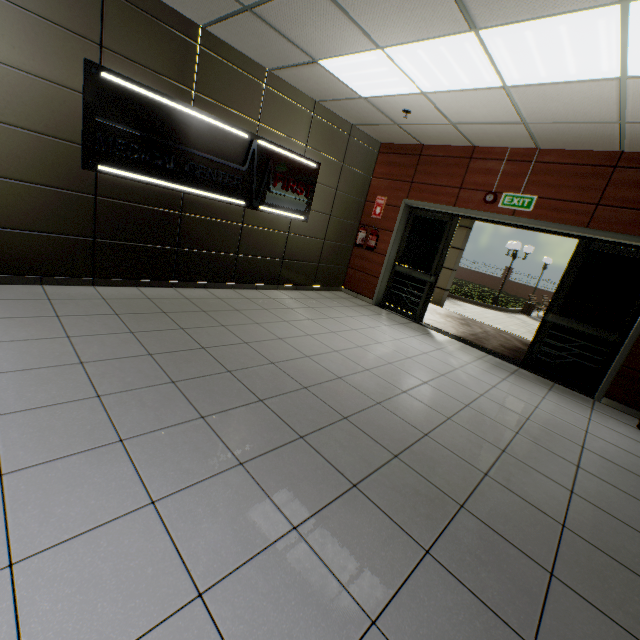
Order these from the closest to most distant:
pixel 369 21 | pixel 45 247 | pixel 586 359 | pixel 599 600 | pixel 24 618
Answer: pixel 24 618 → pixel 599 600 → pixel 369 21 → pixel 45 247 → pixel 586 359

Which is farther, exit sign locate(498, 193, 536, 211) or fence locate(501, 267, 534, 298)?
fence locate(501, 267, 534, 298)

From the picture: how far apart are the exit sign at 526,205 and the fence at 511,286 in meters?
24.2 m

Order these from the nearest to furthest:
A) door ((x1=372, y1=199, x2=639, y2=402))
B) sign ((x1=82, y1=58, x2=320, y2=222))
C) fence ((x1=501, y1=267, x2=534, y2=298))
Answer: sign ((x1=82, y1=58, x2=320, y2=222))
door ((x1=372, y1=199, x2=639, y2=402))
fence ((x1=501, y1=267, x2=534, y2=298))

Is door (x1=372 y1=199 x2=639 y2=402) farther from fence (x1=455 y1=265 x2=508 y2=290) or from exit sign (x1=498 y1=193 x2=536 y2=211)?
fence (x1=455 y1=265 x2=508 y2=290)

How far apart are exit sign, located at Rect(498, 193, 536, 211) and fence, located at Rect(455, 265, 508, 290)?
24.2m

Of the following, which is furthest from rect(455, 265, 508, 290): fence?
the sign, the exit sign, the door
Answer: the sign
